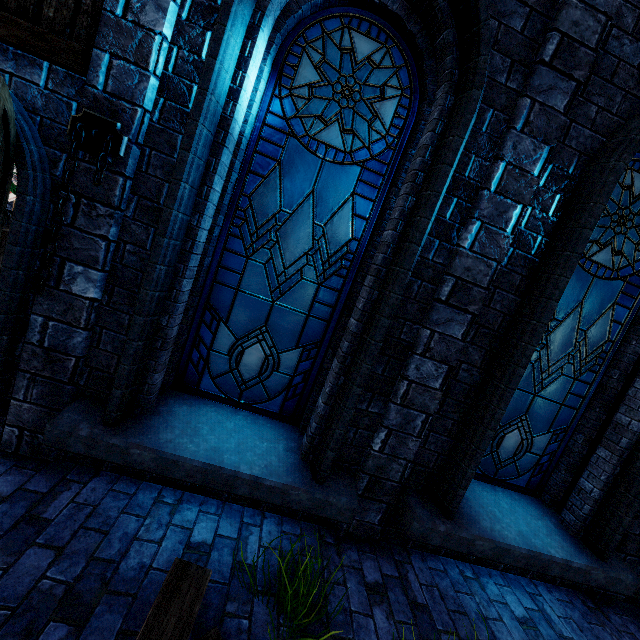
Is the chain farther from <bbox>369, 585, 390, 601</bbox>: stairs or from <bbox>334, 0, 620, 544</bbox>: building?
<bbox>369, 585, 390, 601</bbox>: stairs

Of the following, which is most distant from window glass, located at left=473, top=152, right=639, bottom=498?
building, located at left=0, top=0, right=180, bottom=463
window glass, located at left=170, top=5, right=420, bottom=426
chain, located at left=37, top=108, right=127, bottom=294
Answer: chain, located at left=37, top=108, right=127, bottom=294

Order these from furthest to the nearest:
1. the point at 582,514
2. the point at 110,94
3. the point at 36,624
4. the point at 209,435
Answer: the point at 582,514 → the point at 209,435 → the point at 110,94 → the point at 36,624

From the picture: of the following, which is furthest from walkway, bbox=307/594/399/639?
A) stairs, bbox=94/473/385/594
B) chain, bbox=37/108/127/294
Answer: chain, bbox=37/108/127/294

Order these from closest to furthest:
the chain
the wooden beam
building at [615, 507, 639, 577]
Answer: the wooden beam, the chain, building at [615, 507, 639, 577]

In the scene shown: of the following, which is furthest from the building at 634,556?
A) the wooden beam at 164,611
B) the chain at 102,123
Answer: the wooden beam at 164,611

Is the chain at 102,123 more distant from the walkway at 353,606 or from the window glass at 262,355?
the walkway at 353,606

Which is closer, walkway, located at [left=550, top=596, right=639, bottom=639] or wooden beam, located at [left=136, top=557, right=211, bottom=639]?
wooden beam, located at [left=136, top=557, right=211, bottom=639]
